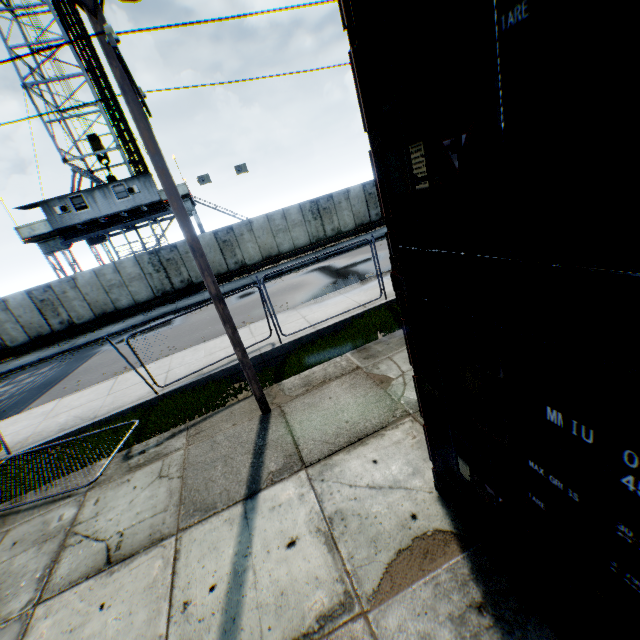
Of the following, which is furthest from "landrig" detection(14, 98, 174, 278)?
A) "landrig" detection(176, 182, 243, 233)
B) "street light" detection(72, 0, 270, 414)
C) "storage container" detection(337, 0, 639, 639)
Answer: "storage container" detection(337, 0, 639, 639)

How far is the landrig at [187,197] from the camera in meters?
23.7

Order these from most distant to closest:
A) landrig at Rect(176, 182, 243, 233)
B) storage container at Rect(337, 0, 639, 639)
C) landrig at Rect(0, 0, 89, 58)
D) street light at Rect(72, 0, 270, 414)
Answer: landrig at Rect(176, 182, 243, 233)
landrig at Rect(0, 0, 89, 58)
street light at Rect(72, 0, 270, 414)
storage container at Rect(337, 0, 639, 639)

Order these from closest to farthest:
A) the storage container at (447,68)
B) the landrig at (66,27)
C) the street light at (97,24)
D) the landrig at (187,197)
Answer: the storage container at (447,68) < the street light at (97,24) < the landrig at (66,27) < the landrig at (187,197)

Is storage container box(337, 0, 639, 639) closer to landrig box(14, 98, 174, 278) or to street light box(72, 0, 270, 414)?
street light box(72, 0, 270, 414)

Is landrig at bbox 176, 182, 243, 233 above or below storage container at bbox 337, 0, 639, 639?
above

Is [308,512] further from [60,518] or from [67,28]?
[67,28]
